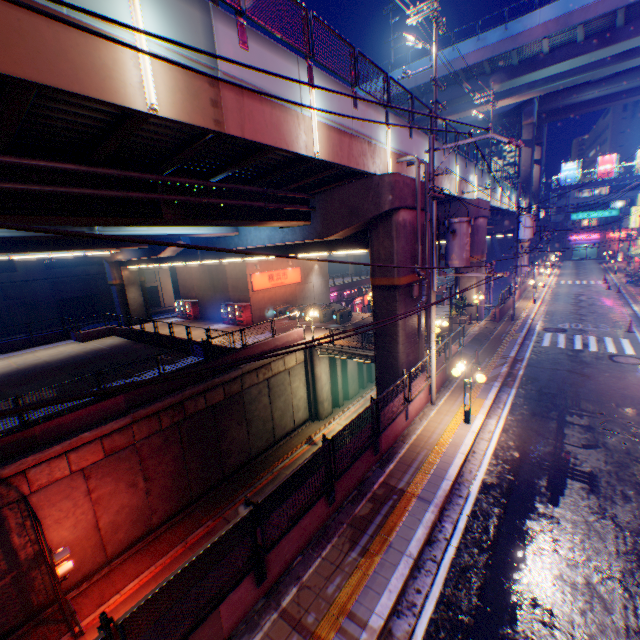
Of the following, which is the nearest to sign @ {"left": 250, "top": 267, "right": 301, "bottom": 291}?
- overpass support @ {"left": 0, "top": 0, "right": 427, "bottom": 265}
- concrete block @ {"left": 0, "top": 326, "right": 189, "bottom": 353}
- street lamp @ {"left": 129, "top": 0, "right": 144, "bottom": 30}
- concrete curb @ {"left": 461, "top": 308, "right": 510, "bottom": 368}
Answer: overpass support @ {"left": 0, "top": 0, "right": 427, "bottom": 265}

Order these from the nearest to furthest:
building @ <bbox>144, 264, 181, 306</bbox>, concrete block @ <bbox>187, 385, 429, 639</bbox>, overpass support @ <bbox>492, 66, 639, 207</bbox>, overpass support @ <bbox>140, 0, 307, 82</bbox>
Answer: concrete block @ <bbox>187, 385, 429, 639</bbox>, overpass support @ <bbox>140, 0, 307, 82</bbox>, overpass support @ <bbox>492, 66, 639, 207</bbox>, building @ <bbox>144, 264, 181, 306</bbox>

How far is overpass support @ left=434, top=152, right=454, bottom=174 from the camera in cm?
1864

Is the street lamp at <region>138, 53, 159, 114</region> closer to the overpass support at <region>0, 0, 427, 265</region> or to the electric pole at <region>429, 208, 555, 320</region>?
the overpass support at <region>0, 0, 427, 265</region>

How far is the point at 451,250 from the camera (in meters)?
10.99

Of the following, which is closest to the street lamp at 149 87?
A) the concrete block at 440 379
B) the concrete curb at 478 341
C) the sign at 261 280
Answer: the concrete block at 440 379

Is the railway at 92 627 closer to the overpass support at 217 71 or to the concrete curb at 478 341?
the overpass support at 217 71

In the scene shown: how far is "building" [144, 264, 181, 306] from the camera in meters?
46.4 m
